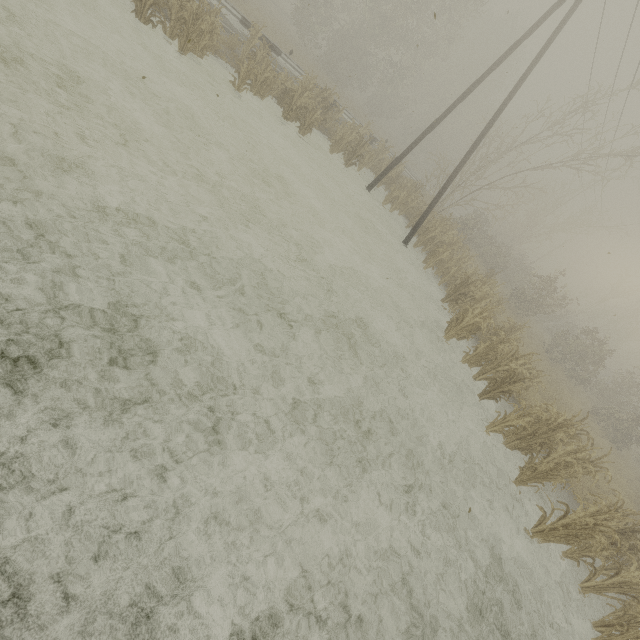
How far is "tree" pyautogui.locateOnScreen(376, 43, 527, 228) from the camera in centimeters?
1775cm

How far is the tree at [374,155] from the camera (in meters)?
15.50

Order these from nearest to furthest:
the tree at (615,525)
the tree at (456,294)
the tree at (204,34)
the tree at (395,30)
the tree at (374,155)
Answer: the tree at (615,525) < the tree at (456,294) < the tree at (204,34) < the tree at (395,30) < the tree at (374,155)

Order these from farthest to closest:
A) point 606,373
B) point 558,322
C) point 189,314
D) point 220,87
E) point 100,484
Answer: point 558,322
point 606,373
point 220,87
point 189,314
point 100,484

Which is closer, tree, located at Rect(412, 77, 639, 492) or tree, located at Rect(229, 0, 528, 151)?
tree, located at Rect(412, 77, 639, 492)

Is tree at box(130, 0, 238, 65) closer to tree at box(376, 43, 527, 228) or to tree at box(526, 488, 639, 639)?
tree at box(376, 43, 527, 228)
